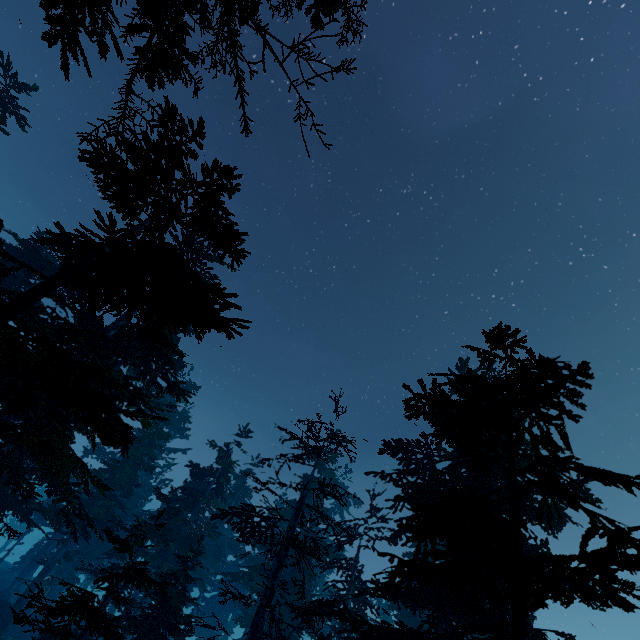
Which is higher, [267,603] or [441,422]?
[441,422]
